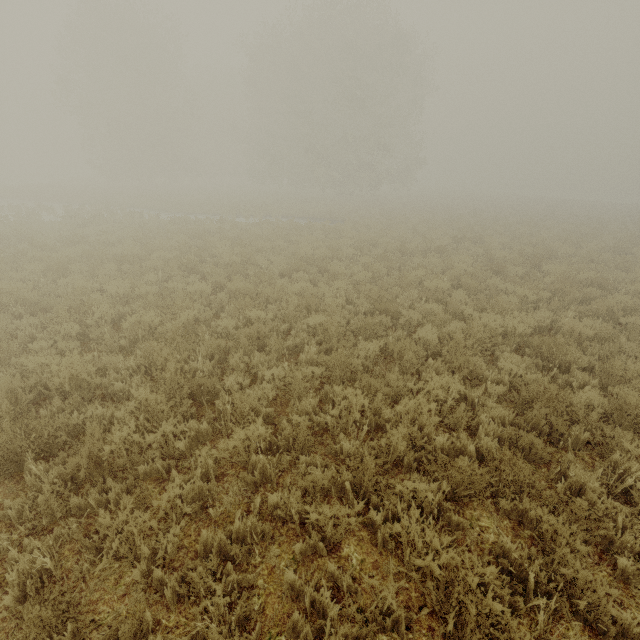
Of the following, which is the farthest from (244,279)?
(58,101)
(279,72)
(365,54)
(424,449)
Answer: (58,101)
